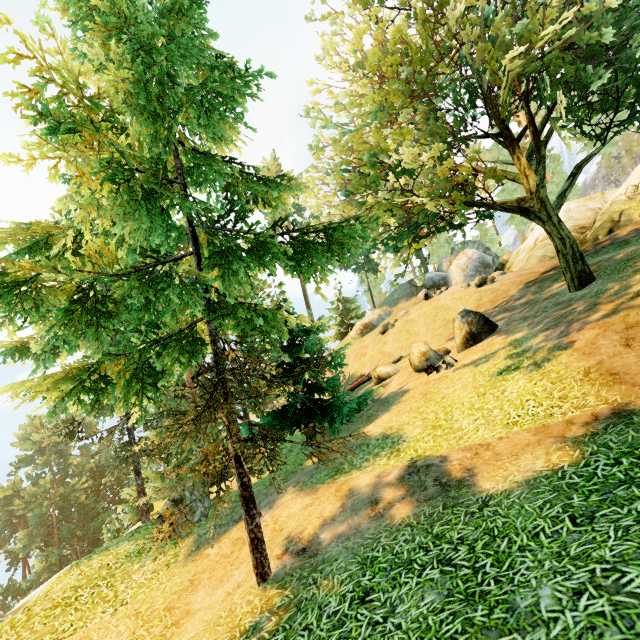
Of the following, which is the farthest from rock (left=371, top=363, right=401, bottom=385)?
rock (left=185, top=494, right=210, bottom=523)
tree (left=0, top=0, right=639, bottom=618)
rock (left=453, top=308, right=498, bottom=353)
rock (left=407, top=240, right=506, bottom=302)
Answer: rock (left=407, top=240, right=506, bottom=302)

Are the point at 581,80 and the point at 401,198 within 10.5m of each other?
yes

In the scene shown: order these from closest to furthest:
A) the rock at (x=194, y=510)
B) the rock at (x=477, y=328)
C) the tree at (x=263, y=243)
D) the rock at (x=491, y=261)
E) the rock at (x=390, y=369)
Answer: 1. the tree at (x=263, y=243)
2. the rock at (x=194, y=510)
3. the rock at (x=477, y=328)
4. the rock at (x=390, y=369)
5. the rock at (x=491, y=261)

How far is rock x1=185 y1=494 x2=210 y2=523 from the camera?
9.73m

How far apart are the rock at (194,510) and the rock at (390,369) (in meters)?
11.30

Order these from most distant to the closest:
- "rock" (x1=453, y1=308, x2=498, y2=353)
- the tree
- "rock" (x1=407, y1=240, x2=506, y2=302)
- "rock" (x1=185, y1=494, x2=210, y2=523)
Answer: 1. "rock" (x1=407, y1=240, x2=506, y2=302)
2. "rock" (x1=453, y1=308, x2=498, y2=353)
3. "rock" (x1=185, y1=494, x2=210, y2=523)
4. the tree

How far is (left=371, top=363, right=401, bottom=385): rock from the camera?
19.08m

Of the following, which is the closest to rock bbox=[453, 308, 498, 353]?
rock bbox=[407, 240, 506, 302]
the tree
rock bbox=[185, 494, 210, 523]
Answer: the tree
